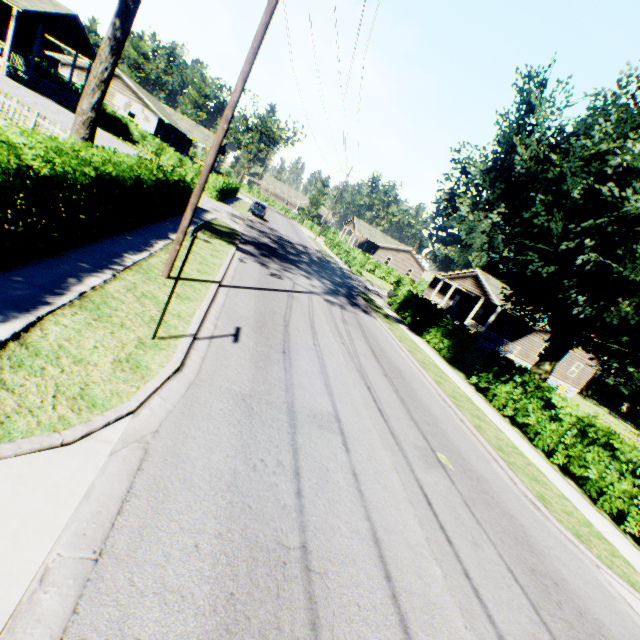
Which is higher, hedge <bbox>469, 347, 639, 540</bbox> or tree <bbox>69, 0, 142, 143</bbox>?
tree <bbox>69, 0, 142, 143</bbox>

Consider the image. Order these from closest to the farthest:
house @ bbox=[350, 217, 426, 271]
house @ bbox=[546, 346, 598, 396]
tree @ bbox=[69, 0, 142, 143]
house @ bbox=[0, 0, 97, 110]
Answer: tree @ bbox=[69, 0, 142, 143], house @ bbox=[0, 0, 97, 110], house @ bbox=[546, 346, 598, 396], house @ bbox=[350, 217, 426, 271]

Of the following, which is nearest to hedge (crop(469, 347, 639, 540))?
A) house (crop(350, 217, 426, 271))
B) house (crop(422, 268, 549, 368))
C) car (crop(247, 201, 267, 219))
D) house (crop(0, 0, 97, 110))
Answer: house (crop(0, 0, 97, 110))

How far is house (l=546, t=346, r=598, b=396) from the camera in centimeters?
3259cm

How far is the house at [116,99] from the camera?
36.1 meters

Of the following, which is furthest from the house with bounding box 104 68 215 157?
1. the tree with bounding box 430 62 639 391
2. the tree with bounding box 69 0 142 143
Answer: the tree with bounding box 430 62 639 391

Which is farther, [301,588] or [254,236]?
[254,236]

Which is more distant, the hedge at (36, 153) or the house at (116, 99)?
the house at (116, 99)
